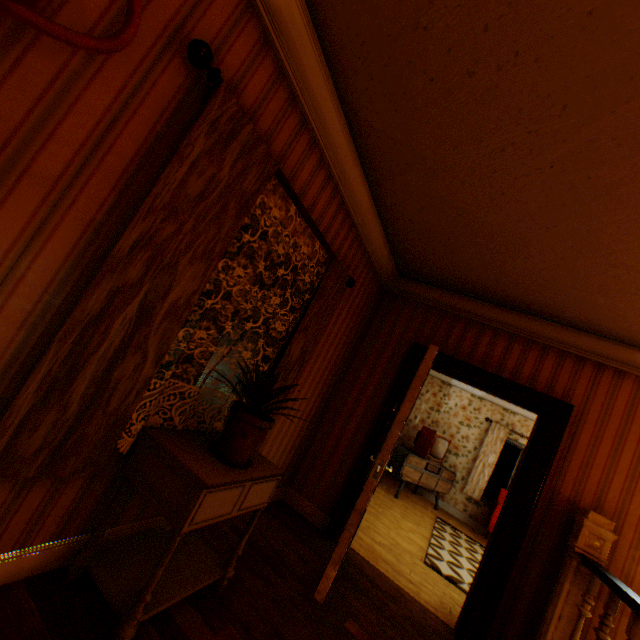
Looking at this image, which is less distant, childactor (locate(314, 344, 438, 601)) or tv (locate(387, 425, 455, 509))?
childactor (locate(314, 344, 438, 601))

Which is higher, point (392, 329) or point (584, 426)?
point (392, 329)

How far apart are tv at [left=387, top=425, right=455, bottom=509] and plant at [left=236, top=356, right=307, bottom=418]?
5.4 meters

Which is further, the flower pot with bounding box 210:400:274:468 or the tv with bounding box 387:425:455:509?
the tv with bounding box 387:425:455:509

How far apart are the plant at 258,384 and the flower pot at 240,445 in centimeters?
2cm

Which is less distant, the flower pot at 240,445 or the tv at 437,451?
the flower pot at 240,445

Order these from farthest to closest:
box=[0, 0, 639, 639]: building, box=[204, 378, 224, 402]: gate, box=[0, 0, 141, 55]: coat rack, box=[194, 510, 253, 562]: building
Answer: box=[204, 378, 224, 402]: gate
box=[194, 510, 253, 562]: building
box=[0, 0, 639, 639]: building
box=[0, 0, 141, 55]: coat rack

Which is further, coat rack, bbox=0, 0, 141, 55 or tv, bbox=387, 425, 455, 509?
tv, bbox=387, 425, 455, 509
